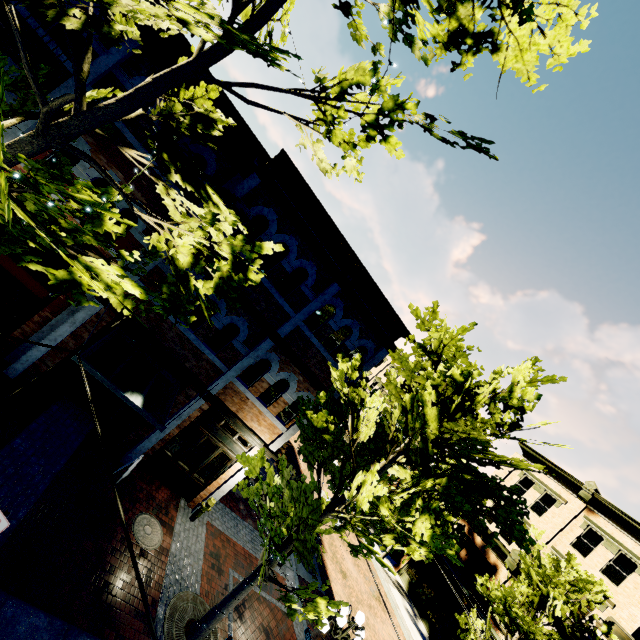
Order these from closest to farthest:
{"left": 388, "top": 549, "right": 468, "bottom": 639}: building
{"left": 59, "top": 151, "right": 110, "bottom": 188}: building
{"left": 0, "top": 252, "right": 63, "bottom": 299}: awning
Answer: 1. {"left": 0, "top": 252, "right": 63, "bottom": 299}: awning
2. {"left": 59, "top": 151, "right": 110, "bottom": 188}: building
3. {"left": 388, "top": 549, "right": 468, "bottom": 639}: building

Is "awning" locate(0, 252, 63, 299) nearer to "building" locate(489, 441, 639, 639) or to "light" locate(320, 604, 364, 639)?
"light" locate(320, 604, 364, 639)

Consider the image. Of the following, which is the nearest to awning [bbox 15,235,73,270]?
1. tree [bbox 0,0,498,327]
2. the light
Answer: tree [bbox 0,0,498,327]

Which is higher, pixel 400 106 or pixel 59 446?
pixel 400 106

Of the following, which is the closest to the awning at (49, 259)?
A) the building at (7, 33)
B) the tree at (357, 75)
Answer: the tree at (357, 75)

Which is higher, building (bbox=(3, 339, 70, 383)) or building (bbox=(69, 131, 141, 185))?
building (bbox=(69, 131, 141, 185))

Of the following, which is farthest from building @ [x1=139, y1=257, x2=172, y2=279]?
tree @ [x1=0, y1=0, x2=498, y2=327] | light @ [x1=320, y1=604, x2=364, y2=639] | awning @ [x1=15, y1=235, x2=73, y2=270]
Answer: awning @ [x1=15, y1=235, x2=73, y2=270]

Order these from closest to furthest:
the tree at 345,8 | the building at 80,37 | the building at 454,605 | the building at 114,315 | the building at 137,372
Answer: the tree at 345,8 → the building at 80,37 → the building at 114,315 → the building at 137,372 → the building at 454,605
